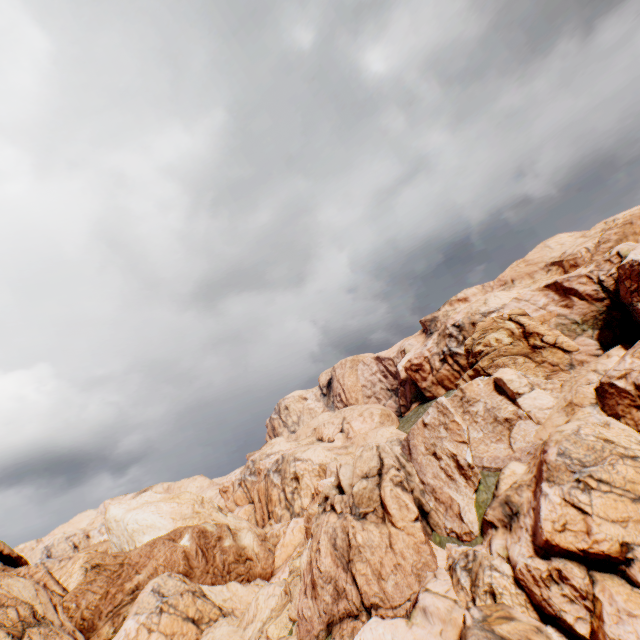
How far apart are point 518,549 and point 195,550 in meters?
39.6 m
